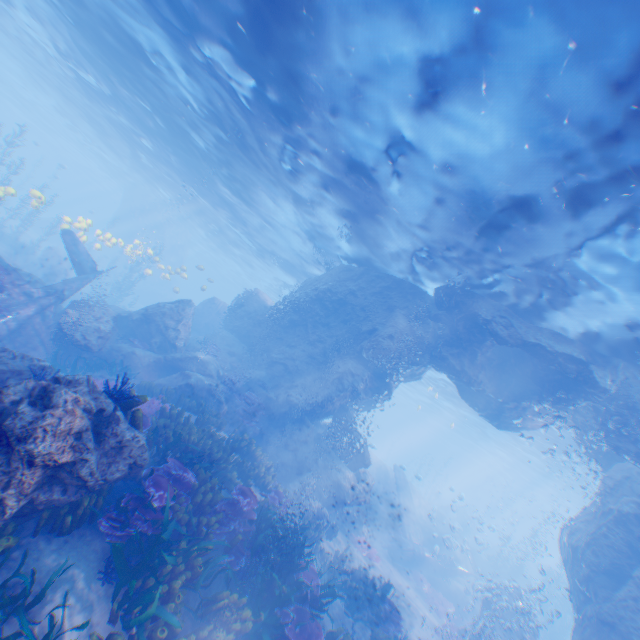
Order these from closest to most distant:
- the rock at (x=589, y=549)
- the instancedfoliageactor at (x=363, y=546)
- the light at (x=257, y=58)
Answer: the light at (x=257, y=58), the rock at (x=589, y=549), the instancedfoliageactor at (x=363, y=546)

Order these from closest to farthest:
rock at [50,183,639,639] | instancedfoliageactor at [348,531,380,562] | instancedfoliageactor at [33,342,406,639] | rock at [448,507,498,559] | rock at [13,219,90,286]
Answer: instancedfoliageactor at [33,342,406,639] → rock at [50,183,639,639] → rock at [13,219,90,286] → instancedfoliageactor at [348,531,380,562] → rock at [448,507,498,559]

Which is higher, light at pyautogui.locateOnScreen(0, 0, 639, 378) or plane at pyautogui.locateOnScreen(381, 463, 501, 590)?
light at pyautogui.locateOnScreen(0, 0, 639, 378)

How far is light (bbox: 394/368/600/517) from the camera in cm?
2628

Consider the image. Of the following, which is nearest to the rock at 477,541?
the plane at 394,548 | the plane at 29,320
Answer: the plane at 394,548

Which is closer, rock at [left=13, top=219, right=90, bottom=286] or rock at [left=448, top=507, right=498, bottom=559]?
rock at [left=13, top=219, right=90, bottom=286]

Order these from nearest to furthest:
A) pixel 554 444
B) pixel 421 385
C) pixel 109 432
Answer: pixel 109 432, pixel 554 444, pixel 421 385

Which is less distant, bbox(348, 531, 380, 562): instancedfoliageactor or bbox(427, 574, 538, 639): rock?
bbox(427, 574, 538, 639): rock
